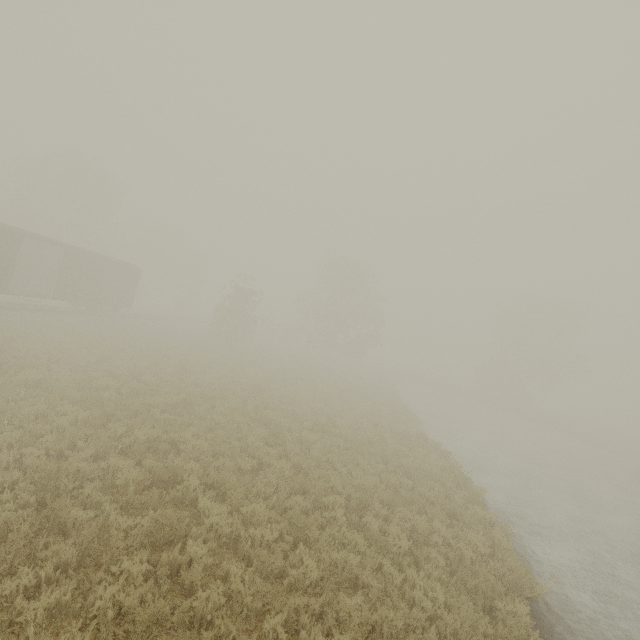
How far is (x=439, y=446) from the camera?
17.3m

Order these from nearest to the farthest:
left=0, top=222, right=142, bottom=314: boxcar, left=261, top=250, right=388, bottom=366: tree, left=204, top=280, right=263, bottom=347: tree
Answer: left=0, top=222, right=142, bottom=314: boxcar < left=204, top=280, right=263, bottom=347: tree < left=261, top=250, right=388, bottom=366: tree

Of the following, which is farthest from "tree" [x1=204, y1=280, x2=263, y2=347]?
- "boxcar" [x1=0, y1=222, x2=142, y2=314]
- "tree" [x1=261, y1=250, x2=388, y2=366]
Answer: "tree" [x1=261, y1=250, x2=388, y2=366]

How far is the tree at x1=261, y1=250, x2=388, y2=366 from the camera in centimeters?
3978cm

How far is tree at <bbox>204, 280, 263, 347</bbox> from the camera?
30.12m

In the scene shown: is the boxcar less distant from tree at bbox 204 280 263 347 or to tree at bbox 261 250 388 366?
tree at bbox 204 280 263 347

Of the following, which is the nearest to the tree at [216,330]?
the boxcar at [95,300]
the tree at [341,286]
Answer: the boxcar at [95,300]

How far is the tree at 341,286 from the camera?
39.8 meters
